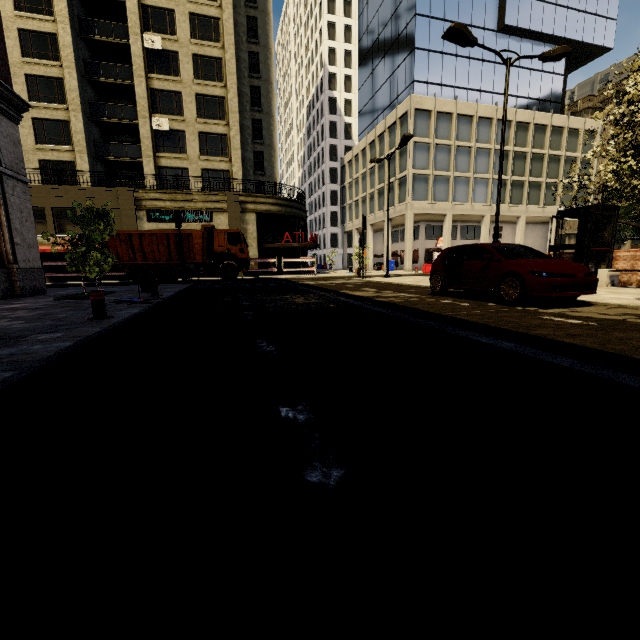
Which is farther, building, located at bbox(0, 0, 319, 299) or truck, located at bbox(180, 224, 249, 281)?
truck, located at bbox(180, 224, 249, 281)

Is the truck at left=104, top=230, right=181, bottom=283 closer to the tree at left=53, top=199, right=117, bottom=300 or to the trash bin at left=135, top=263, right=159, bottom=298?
the trash bin at left=135, top=263, right=159, bottom=298

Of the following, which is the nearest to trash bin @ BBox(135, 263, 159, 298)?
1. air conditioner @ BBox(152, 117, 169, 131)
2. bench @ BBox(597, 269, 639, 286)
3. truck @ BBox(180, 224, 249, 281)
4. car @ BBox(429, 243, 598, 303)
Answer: car @ BBox(429, 243, 598, 303)

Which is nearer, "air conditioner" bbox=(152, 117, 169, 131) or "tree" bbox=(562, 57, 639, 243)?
"tree" bbox=(562, 57, 639, 243)

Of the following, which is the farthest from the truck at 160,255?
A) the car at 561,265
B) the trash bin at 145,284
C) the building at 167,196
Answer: the car at 561,265

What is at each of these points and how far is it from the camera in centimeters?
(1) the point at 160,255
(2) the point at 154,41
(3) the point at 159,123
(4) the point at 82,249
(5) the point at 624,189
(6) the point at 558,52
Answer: (1) truck, 1892cm
(2) air conditioner, 2559cm
(3) air conditioner, 2656cm
(4) tree, 1038cm
(5) tree, 1305cm
(6) street light, 1073cm

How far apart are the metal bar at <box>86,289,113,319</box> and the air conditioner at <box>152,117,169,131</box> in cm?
2689

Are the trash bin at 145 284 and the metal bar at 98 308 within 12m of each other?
yes
